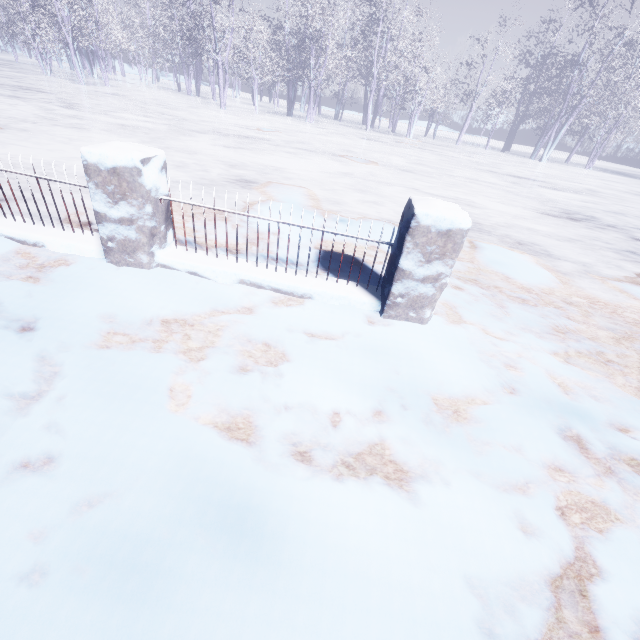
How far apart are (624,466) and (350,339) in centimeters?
175cm
